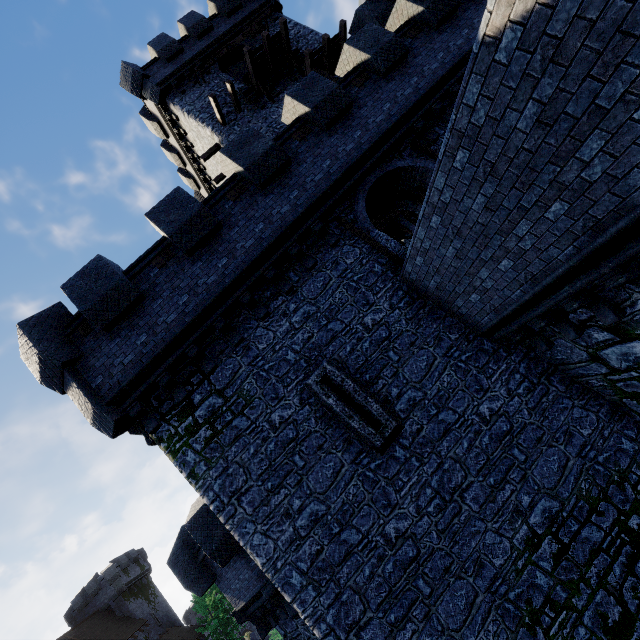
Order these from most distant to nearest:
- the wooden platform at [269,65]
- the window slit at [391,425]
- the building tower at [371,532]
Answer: the wooden platform at [269,65] → the window slit at [391,425] → the building tower at [371,532]

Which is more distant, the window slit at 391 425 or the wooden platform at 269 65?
the wooden platform at 269 65

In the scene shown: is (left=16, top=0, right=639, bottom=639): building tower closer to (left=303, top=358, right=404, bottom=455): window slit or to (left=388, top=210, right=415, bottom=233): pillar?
(left=303, top=358, right=404, bottom=455): window slit

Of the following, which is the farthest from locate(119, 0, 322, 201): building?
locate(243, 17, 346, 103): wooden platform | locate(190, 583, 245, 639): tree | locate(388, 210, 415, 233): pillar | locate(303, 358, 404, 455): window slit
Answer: locate(190, 583, 245, 639): tree

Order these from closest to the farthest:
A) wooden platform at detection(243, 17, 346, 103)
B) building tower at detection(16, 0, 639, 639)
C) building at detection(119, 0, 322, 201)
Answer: building tower at detection(16, 0, 639, 639) < wooden platform at detection(243, 17, 346, 103) < building at detection(119, 0, 322, 201)

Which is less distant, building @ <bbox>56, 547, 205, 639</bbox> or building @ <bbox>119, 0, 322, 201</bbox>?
building @ <bbox>119, 0, 322, 201</bbox>

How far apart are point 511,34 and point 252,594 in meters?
14.8 m

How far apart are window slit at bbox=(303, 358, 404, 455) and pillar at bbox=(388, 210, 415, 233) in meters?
13.9 m
